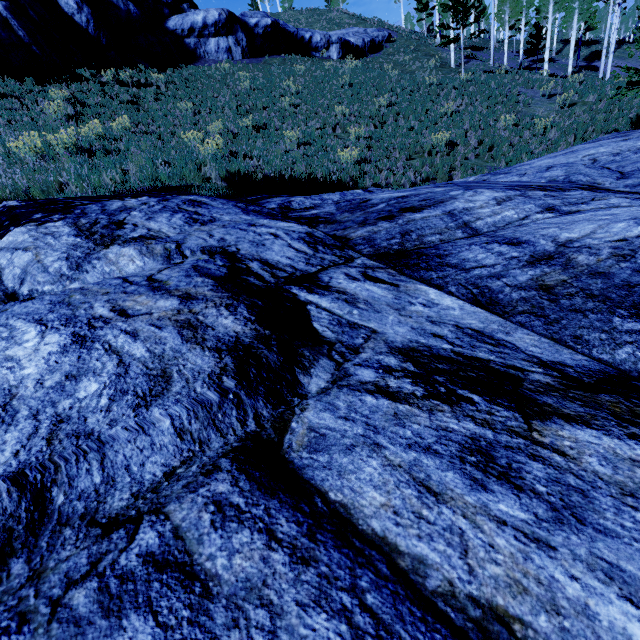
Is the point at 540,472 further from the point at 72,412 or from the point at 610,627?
the point at 72,412

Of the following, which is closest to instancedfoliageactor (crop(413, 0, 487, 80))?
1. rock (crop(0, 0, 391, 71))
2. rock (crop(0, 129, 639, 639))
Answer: rock (crop(0, 129, 639, 639))

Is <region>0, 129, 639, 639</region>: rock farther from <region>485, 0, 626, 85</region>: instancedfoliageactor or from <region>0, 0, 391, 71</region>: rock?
<region>0, 0, 391, 71</region>: rock

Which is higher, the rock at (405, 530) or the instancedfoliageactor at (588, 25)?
the instancedfoliageactor at (588, 25)

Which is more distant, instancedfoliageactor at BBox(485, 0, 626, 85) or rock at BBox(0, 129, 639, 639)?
instancedfoliageactor at BBox(485, 0, 626, 85)

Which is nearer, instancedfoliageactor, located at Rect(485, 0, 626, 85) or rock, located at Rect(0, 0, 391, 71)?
rock, located at Rect(0, 0, 391, 71)

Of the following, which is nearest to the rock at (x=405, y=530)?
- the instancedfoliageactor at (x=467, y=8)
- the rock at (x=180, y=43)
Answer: the instancedfoliageactor at (x=467, y=8)
